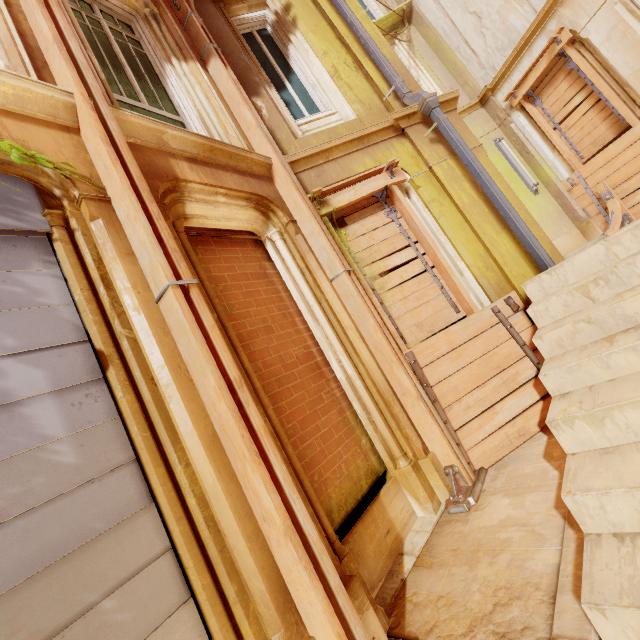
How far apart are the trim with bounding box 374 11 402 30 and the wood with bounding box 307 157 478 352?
7.1m

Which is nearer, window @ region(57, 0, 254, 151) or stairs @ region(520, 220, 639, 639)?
stairs @ region(520, 220, 639, 639)

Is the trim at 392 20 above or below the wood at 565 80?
above

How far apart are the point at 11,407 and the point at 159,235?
1.35m

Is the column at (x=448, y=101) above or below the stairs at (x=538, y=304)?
above

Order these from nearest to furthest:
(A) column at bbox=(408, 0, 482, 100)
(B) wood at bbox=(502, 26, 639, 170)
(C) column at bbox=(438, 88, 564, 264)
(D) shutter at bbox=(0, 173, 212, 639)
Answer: (D) shutter at bbox=(0, 173, 212, 639) < (C) column at bbox=(438, 88, 564, 264) < (B) wood at bbox=(502, 26, 639, 170) < (A) column at bbox=(408, 0, 482, 100)

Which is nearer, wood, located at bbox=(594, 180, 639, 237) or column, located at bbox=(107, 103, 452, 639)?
column, located at bbox=(107, 103, 452, 639)

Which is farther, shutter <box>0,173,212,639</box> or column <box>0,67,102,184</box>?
column <box>0,67,102,184</box>
